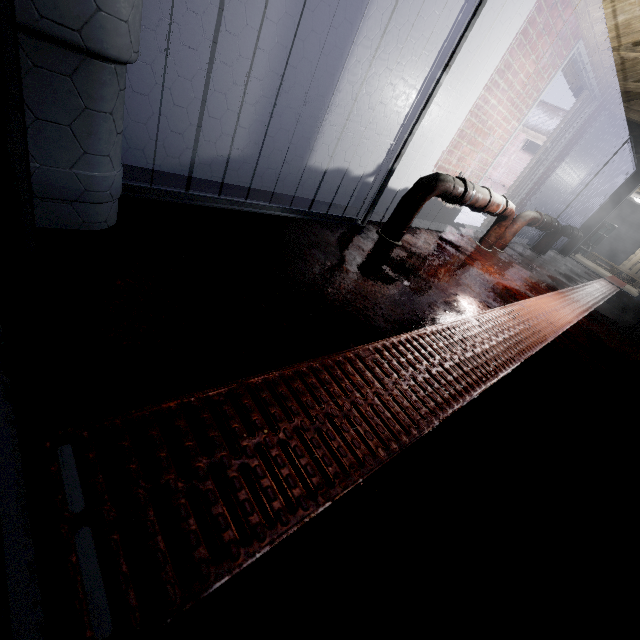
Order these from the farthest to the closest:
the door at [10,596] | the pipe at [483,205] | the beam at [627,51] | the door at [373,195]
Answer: the beam at [627,51] < the pipe at [483,205] < the door at [373,195] < the door at [10,596]

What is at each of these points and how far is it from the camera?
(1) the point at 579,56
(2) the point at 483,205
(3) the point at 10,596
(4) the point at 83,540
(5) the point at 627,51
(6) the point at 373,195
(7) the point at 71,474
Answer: (1) door, 3.3m
(2) pipe, 2.9m
(3) door, 0.4m
(4) door, 0.5m
(5) beam, 3.1m
(6) door, 2.4m
(7) door, 0.6m

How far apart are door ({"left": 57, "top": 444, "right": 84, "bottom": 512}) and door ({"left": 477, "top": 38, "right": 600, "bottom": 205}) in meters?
4.2

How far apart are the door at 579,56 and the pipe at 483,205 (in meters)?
0.39

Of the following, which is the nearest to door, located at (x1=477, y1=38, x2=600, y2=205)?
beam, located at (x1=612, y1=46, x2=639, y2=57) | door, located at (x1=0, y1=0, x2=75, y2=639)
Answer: beam, located at (x1=612, y1=46, x2=639, y2=57)

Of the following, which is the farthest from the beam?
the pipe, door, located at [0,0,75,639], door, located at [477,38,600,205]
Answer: door, located at [0,0,75,639]

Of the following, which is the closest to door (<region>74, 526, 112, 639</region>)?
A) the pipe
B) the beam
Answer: the pipe

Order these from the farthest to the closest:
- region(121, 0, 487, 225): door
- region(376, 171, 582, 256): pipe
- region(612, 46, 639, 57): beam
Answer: region(612, 46, 639, 57): beam
region(376, 171, 582, 256): pipe
region(121, 0, 487, 225): door
